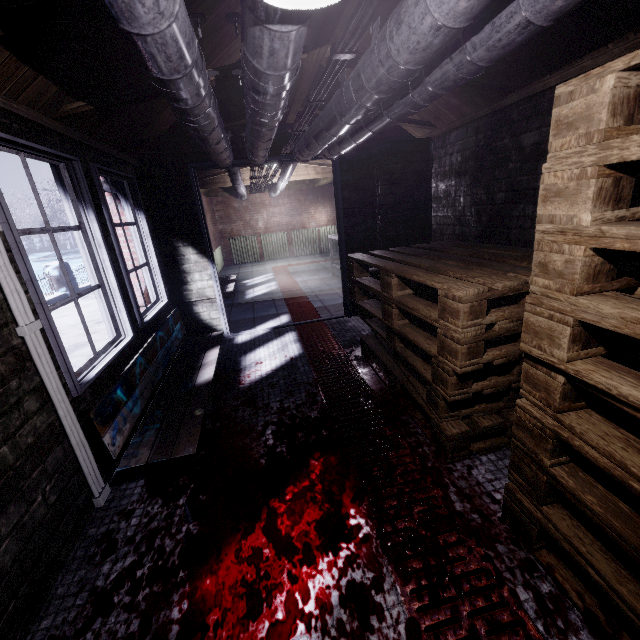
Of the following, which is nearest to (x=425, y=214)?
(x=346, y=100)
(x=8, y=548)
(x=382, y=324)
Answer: (x=382, y=324)

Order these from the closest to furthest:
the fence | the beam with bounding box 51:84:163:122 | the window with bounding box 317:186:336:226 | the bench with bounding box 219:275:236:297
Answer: the beam with bounding box 51:84:163:122 → the bench with bounding box 219:275:236:297 → the fence → the window with bounding box 317:186:336:226

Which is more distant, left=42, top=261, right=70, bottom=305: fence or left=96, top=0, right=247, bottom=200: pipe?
left=42, top=261, right=70, bottom=305: fence

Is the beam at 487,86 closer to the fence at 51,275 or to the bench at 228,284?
the bench at 228,284

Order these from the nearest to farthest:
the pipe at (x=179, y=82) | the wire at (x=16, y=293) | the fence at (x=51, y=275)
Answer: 1. the pipe at (x=179, y=82)
2. the wire at (x=16, y=293)
3. the fence at (x=51, y=275)

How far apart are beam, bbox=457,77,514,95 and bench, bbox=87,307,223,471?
1.5 meters

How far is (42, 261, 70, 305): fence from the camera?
8.2 meters

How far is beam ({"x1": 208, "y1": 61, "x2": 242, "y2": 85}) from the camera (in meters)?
1.97
